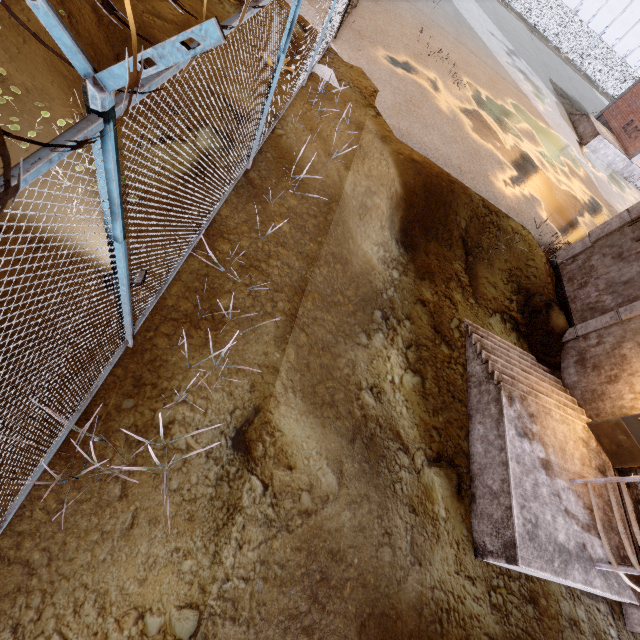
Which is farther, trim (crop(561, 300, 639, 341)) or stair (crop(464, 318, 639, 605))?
trim (crop(561, 300, 639, 341))

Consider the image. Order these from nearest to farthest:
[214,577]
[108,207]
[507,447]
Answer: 1. [108,207]
2. [214,577]
3. [507,447]

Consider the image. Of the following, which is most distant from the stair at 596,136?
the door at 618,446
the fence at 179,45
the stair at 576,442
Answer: the door at 618,446

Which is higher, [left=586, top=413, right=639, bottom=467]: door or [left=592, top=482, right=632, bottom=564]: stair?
[left=586, top=413, right=639, bottom=467]: door

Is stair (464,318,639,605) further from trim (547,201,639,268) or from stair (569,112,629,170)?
stair (569,112,629,170)

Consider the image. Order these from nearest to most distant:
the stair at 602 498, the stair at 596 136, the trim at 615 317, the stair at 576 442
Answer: the stair at 576 442 → the stair at 602 498 → the trim at 615 317 → the stair at 596 136

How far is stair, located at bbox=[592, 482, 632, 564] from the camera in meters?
5.7

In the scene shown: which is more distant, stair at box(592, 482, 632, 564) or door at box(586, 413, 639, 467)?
door at box(586, 413, 639, 467)
